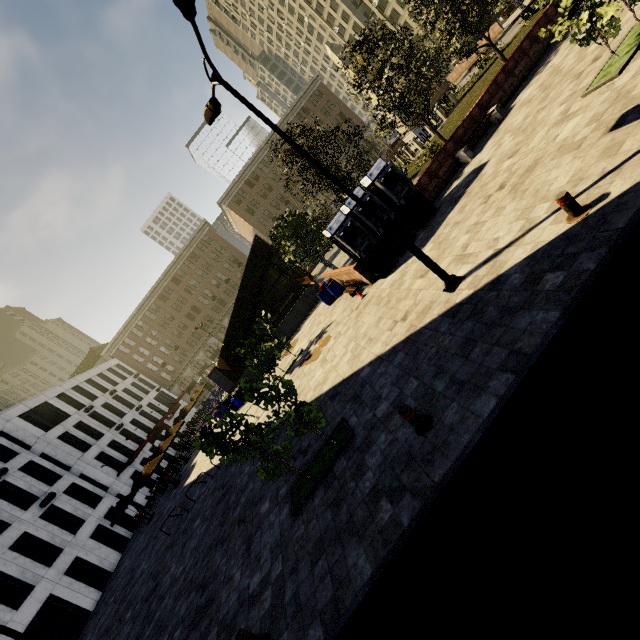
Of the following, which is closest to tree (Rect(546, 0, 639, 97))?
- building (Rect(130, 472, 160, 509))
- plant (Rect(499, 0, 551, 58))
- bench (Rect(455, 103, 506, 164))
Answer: plant (Rect(499, 0, 551, 58))

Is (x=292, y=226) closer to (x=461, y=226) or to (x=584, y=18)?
(x=461, y=226)

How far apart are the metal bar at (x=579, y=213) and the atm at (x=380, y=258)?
7.5m

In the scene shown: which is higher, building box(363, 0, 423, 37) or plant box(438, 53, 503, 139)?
building box(363, 0, 423, 37)

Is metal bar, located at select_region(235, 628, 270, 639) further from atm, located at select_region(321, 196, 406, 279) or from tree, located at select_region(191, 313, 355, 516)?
atm, located at select_region(321, 196, 406, 279)

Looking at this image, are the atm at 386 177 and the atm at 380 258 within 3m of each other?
yes

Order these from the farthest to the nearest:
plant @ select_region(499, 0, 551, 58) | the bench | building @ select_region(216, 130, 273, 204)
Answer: building @ select_region(216, 130, 273, 204)
plant @ select_region(499, 0, 551, 58)
the bench

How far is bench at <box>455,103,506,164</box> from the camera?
14.12m
